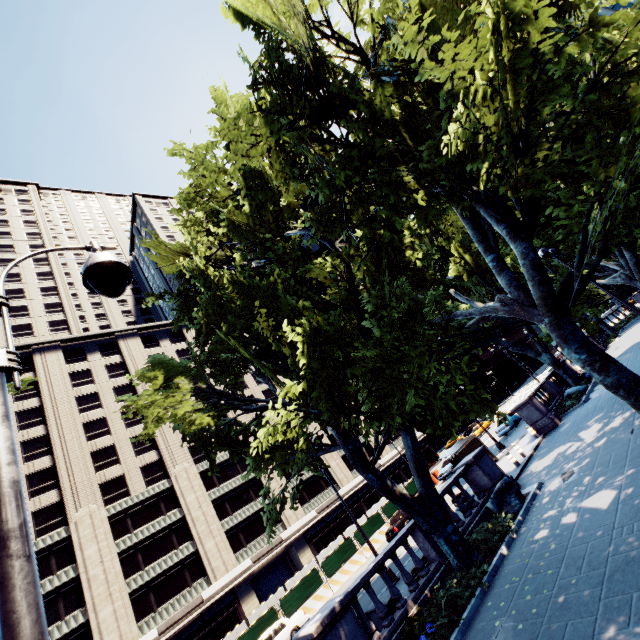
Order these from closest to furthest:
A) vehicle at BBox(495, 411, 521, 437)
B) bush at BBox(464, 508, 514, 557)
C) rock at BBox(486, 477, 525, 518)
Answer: bush at BBox(464, 508, 514, 557), rock at BBox(486, 477, 525, 518), vehicle at BBox(495, 411, 521, 437)

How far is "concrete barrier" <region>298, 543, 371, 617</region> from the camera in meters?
23.3 m

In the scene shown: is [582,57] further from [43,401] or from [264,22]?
[43,401]

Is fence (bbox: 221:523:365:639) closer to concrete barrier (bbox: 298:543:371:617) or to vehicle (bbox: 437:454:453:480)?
concrete barrier (bbox: 298:543:371:617)

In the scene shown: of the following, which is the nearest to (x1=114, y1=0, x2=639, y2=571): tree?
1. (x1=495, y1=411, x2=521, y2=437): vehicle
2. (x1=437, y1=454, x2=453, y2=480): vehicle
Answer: (x1=495, y1=411, x2=521, y2=437): vehicle

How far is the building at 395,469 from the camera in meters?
52.2 m

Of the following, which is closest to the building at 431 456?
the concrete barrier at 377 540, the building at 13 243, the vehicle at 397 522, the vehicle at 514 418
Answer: the building at 13 243

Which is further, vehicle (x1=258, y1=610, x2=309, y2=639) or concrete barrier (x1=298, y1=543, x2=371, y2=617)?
concrete barrier (x1=298, y1=543, x2=371, y2=617)
